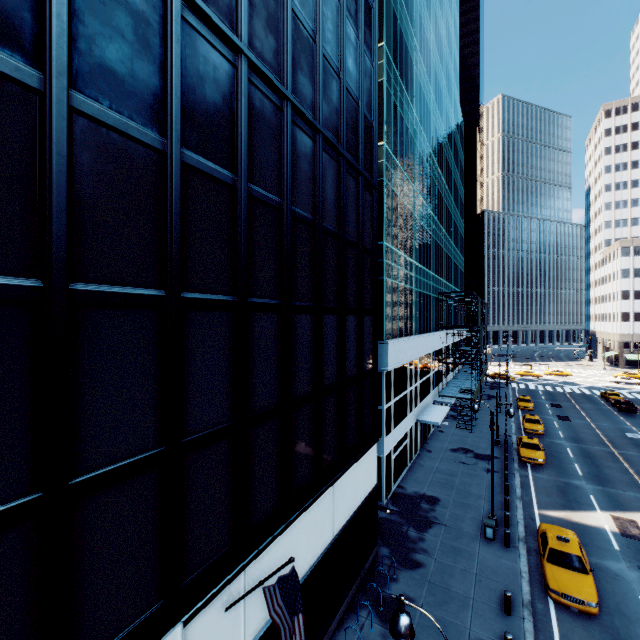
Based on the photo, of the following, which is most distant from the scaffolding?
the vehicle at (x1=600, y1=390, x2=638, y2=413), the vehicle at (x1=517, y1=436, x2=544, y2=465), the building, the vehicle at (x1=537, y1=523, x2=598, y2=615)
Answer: the building

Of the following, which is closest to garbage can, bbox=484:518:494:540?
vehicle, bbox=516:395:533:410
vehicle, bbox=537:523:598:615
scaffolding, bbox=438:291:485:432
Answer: vehicle, bbox=537:523:598:615

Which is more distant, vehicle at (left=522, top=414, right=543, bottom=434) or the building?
vehicle at (left=522, top=414, right=543, bottom=434)

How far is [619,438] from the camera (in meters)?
34.03

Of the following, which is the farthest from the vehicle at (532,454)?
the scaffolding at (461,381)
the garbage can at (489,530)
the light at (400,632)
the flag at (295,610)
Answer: the flag at (295,610)

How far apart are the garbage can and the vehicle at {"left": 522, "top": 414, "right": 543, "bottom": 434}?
20.56m

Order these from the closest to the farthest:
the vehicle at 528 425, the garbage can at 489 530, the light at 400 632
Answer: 1. the light at 400 632
2. the garbage can at 489 530
3. the vehicle at 528 425

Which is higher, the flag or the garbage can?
the flag
